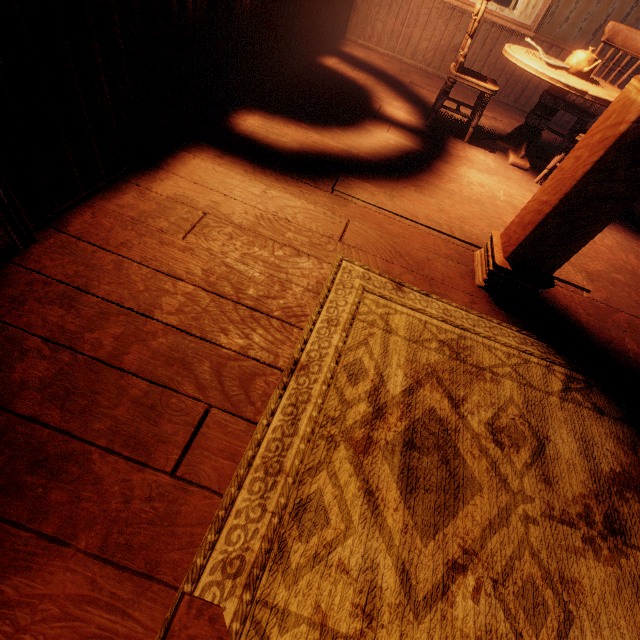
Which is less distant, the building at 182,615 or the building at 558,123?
the building at 182,615

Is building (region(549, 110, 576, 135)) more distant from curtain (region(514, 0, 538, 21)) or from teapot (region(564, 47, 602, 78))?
teapot (region(564, 47, 602, 78))

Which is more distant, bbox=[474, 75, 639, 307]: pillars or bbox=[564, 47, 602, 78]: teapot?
bbox=[564, 47, 602, 78]: teapot

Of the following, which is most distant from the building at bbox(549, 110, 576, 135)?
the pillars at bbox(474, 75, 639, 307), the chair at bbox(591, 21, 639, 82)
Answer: the chair at bbox(591, 21, 639, 82)

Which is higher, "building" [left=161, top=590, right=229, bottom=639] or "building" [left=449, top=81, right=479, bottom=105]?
"building" [left=161, top=590, right=229, bottom=639]

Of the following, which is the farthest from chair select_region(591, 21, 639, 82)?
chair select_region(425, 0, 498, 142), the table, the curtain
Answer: the curtain

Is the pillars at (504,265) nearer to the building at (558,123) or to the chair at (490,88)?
the building at (558,123)

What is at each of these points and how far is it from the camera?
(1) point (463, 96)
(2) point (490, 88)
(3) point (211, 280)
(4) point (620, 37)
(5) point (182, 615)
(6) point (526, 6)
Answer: (1) building, 4.9 meters
(2) chair, 3.2 meters
(3) building, 1.5 meters
(4) chair, 3.5 meters
(5) building, 0.8 meters
(6) curtain, 4.5 meters
